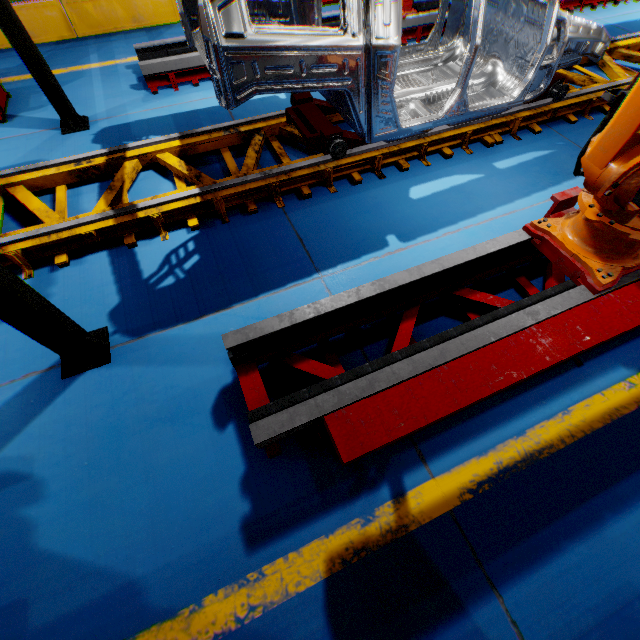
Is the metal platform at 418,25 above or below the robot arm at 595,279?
below

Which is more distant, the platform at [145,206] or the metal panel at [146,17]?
the metal panel at [146,17]

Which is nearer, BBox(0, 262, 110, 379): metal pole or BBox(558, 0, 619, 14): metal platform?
BBox(0, 262, 110, 379): metal pole

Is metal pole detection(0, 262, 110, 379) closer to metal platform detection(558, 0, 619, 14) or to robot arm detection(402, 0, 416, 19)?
robot arm detection(402, 0, 416, 19)

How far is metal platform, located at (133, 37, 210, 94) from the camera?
4.85m

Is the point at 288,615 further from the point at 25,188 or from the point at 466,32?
the point at 466,32

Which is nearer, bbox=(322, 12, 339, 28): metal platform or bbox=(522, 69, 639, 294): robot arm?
bbox=(522, 69, 639, 294): robot arm
